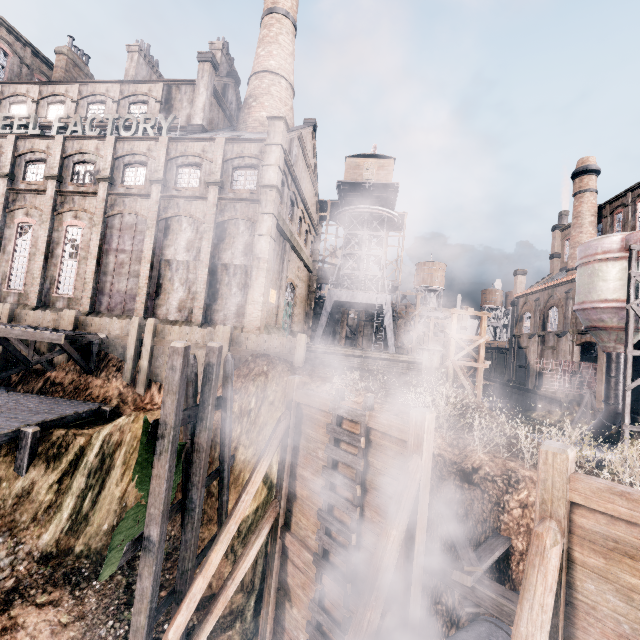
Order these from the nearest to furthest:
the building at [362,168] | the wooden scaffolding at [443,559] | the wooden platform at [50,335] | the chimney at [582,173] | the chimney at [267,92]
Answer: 1. the wooden scaffolding at [443,559]
2. the wooden platform at [50,335]
3. the chimney at [267,92]
4. the building at [362,168]
5. the chimney at [582,173]

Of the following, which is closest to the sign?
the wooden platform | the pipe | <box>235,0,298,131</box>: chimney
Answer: <box>235,0,298,131</box>: chimney

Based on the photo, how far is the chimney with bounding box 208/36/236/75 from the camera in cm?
3238

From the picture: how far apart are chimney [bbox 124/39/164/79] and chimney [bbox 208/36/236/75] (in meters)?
7.59

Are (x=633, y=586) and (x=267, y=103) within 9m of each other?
no

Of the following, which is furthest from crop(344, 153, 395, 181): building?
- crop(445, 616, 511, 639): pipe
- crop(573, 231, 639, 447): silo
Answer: crop(445, 616, 511, 639): pipe

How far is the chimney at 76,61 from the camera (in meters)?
35.28

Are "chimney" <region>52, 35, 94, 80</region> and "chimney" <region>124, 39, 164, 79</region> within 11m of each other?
Answer: yes
